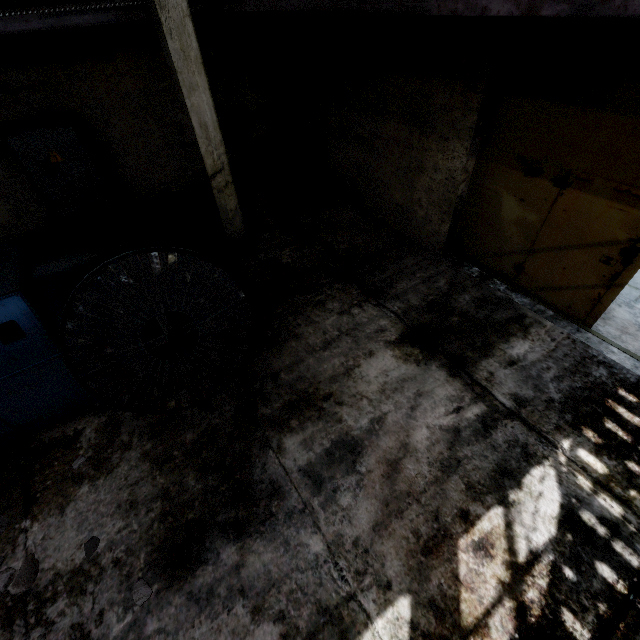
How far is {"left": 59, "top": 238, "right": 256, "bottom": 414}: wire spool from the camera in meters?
3.3

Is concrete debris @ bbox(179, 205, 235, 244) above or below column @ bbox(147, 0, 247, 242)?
below

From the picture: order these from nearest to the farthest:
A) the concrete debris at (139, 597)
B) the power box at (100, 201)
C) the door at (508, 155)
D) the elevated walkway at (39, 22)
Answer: the concrete debris at (139, 597)
the door at (508, 155)
the elevated walkway at (39, 22)
the power box at (100, 201)

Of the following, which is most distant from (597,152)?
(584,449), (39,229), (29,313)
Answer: (39,229)

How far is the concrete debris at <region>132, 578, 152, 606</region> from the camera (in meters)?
3.10

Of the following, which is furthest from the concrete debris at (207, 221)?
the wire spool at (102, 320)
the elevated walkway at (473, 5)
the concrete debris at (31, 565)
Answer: the concrete debris at (31, 565)

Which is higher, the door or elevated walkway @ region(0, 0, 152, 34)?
elevated walkway @ region(0, 0, 152, 34)

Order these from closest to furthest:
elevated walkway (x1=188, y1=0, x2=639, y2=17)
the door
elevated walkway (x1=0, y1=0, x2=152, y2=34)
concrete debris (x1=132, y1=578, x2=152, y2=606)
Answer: elevated walkway (x1=188, y1=0, x2=639, y2=17), concrete debris (x1=132, y1=578, x2=152, y2=606), the door, elevated walkway (x1=0, y1=0, x2=152, y2=34)
